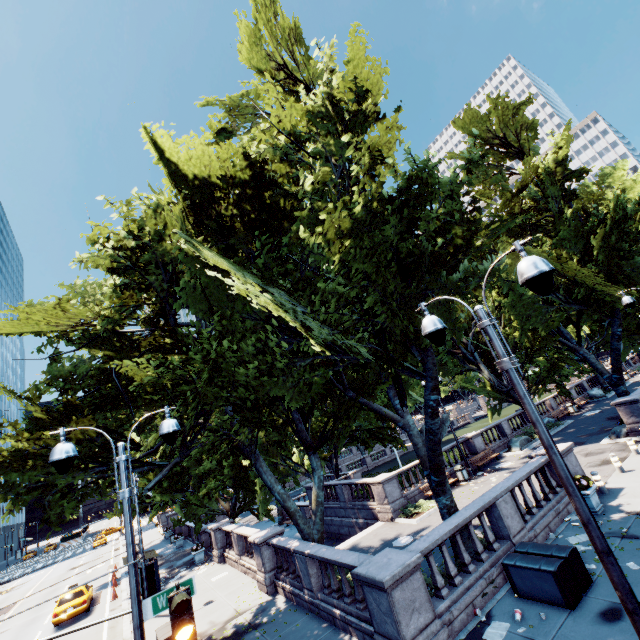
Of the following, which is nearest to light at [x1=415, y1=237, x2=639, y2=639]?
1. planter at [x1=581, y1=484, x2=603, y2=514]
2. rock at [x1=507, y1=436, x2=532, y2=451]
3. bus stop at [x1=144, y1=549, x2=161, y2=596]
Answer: planter at [x1=581, y1=484, x2=603, y2=514]

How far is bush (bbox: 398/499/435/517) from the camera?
18.55m

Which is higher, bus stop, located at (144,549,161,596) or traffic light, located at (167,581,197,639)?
traffic light, located at (167,581,197,639)

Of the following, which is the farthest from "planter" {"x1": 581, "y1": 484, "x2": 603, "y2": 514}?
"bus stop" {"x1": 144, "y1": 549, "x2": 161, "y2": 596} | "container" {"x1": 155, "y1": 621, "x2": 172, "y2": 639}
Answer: "bus stop" {"x1": 144, "y1": 549, "x2": 161, "y2": 596}

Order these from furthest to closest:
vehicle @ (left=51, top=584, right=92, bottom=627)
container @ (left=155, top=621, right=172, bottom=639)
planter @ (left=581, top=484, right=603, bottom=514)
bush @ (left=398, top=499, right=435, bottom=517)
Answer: vehicle @ (left=51, top=584, right=92, bottom=627)
bush @ (left=398, top=499, right=435, bottom=517)
planter @ (left=581, top=484, right=603, bottom=514)
container @ (left=155, top=621, right=172, bottom=639)

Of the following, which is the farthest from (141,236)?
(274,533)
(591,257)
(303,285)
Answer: (591,257)

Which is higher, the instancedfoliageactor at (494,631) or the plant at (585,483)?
the plant at (585,483)

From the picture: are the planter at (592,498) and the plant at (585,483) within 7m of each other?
yes
